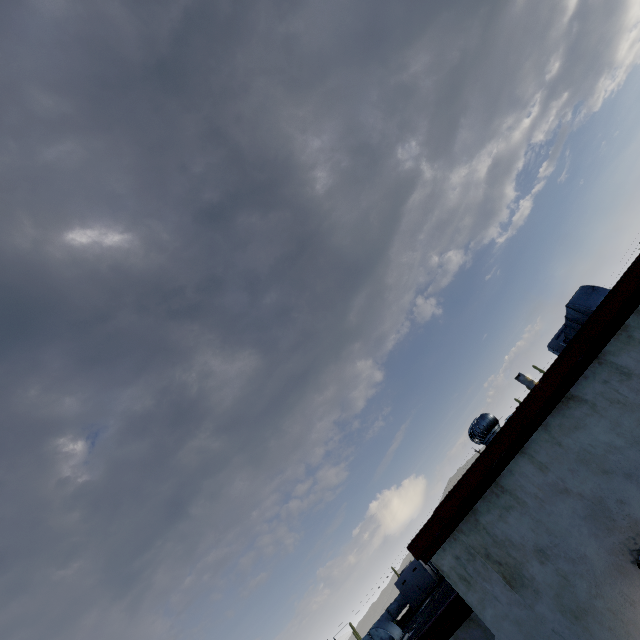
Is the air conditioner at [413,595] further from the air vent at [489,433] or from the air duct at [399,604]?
the air vent at [489,433]

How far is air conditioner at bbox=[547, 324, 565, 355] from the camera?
9.95m

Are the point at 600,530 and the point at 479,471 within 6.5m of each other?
yes

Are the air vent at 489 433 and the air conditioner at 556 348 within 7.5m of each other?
yes

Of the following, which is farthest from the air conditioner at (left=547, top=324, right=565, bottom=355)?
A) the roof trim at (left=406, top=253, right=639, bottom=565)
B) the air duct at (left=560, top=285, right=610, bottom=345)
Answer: the roof trim at (left=406, top=253, right=639, bottom=565)

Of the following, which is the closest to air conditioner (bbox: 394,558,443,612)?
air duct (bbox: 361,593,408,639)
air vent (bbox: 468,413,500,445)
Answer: air duct (bbox: 361,593,408,639)

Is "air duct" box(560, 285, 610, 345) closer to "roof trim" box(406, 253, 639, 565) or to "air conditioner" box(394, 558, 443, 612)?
"roof trim" box(406, 253, 639, 565)

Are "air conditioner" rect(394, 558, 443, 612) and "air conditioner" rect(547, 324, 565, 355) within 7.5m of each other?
no
